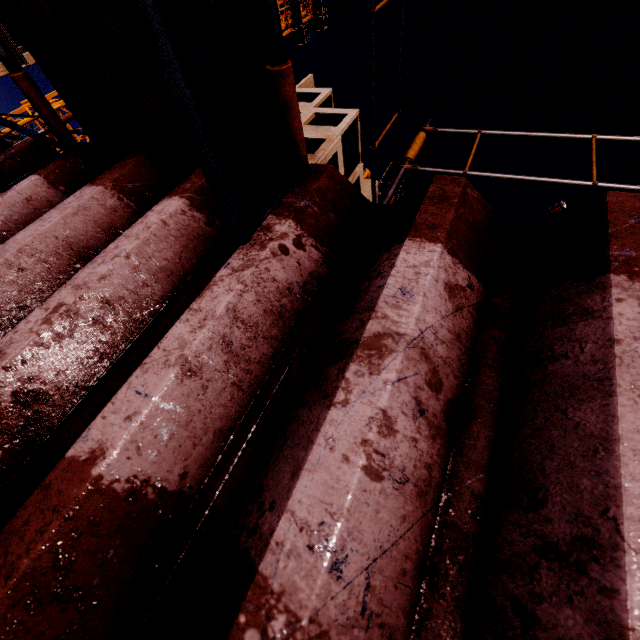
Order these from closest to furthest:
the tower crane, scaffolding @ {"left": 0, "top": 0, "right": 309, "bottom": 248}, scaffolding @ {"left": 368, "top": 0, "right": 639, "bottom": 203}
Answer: scaffolding @ {"left": 0, "top": 0, "right": 309, "bottom": 248} < scaffolding @ {"left": 368, "top": 0, "right": 639, "bottom": 203} < the tower crane

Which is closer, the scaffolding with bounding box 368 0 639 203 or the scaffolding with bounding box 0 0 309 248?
the scaffolding with bounding box 0 0 309 248

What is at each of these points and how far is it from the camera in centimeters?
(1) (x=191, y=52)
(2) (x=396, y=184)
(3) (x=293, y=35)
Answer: (1) scaffolding, 71cm
(2) scaffolding, 185cm
(3) tower crane, 3147cm

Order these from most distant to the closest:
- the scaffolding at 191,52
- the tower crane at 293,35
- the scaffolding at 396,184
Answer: the tower crane at 293,35 → the scaffolding at 396,184 → the scaffolding at 191,52

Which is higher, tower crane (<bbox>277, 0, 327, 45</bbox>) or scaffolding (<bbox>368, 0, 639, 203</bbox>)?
tower crane (<bbox>277, 0, 327, 45</bbox>)

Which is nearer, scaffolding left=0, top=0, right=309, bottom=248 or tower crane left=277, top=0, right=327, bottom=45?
scaffolding left=0, top=0, right=309, bottom=248

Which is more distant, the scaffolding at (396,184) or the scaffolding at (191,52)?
the scaffolding at (396,184)
